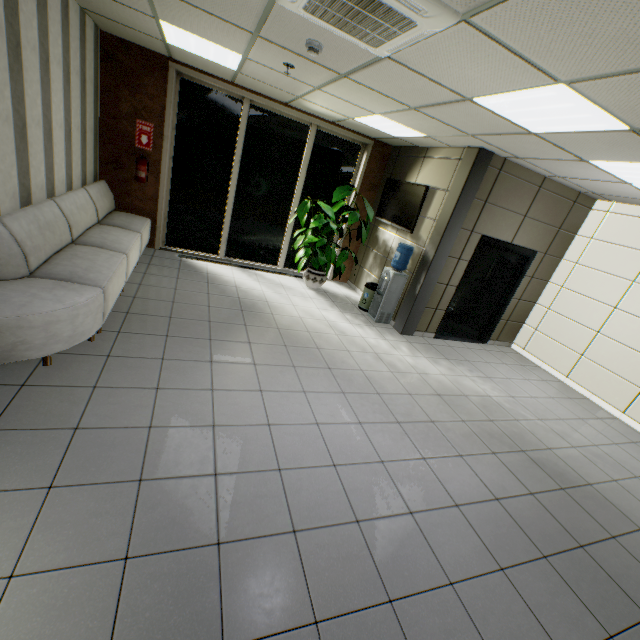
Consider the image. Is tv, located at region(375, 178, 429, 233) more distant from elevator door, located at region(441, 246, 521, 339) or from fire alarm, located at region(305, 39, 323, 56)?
fire alarm, located at region(305, 39, 323, 56)

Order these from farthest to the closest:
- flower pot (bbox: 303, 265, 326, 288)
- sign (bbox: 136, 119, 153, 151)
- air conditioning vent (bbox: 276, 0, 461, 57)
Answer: flower pot (bbox: 303, 265, 326, 288), sign (bbox: 136, 119, 153, 151), air conditioning vent (bbox: 276, 0, 461, 57)

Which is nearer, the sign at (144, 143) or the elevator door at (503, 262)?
the sign at (144, 143)

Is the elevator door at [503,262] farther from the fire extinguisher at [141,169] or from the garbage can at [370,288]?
the fire extinguisher at [141,169]

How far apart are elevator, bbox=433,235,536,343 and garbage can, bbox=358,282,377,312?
1.35m

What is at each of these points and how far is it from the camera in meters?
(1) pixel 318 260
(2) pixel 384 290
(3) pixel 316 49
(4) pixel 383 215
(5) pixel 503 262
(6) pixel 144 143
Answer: (1) plant, 6.5 m
(2) water container, 6.0 m
(3) fire alarm, 3.0 m
(4) tv, 7.0 m
(5) elevator door, 6.3 m
(6) sign, 5.8 m

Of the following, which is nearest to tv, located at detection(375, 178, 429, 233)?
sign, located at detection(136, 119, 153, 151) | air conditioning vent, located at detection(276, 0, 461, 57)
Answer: air conditioning vent, located at detection(276, 0, 461, 57)

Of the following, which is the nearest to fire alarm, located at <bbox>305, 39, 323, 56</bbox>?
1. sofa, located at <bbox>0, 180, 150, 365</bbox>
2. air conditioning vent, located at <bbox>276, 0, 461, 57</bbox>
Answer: air conditioning vent, located at <bbox>276, 0, 461, 57</bbox>
